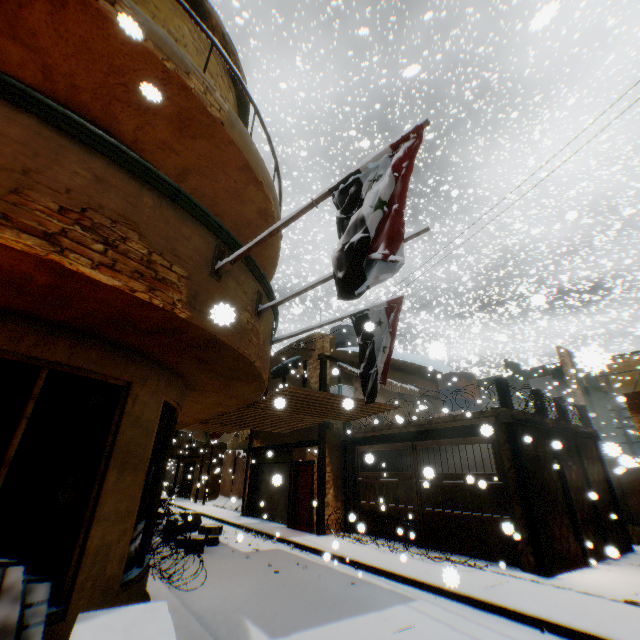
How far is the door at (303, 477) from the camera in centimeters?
1264cm

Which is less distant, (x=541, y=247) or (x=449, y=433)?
(x=449, y=433)

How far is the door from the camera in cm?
1264

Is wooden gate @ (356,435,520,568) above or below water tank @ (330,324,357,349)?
below

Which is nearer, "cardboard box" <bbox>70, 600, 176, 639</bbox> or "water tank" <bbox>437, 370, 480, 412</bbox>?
"cardboard box" <bbox>70, 600, 176, 639</bbox>

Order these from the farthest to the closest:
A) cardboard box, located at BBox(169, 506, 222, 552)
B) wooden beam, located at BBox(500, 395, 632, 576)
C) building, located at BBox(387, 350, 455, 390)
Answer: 1. building, located at BBox(387, 350, 455, 390)
2. cardboard box, located at BBox(169, 506, 222, 552)
3. wooden beam, located at BBox(500, 395, 632, 576)

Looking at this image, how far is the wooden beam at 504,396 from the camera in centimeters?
878cm

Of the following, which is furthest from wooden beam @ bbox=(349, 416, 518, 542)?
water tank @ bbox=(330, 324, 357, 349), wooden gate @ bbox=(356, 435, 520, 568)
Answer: water tank @ bbox=(330, 324, 357, 349)
